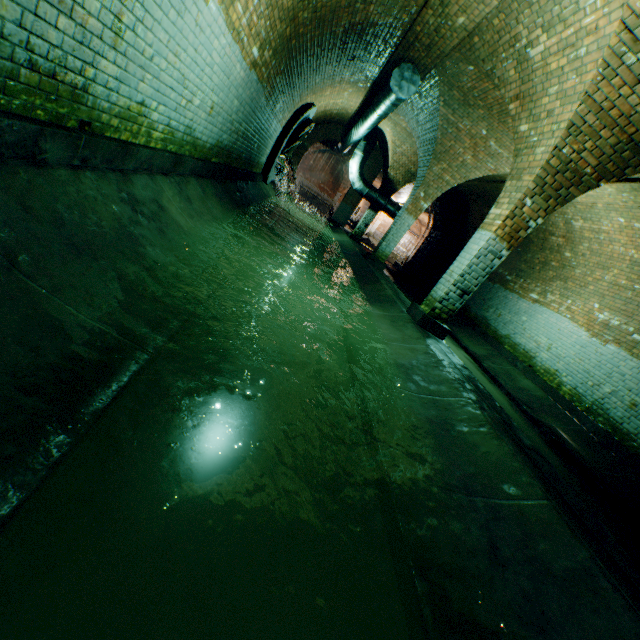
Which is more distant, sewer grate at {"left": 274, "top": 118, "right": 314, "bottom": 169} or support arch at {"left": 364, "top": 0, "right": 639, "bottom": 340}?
sewer grate at {"left": 274, "top": 118, "right": 314, "bottom": 169}

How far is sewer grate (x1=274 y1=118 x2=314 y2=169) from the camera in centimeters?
1157cm

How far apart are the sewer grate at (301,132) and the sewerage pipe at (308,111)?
0.0 meters

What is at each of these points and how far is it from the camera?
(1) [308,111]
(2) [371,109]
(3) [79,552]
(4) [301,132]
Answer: (1) sewerage pipe, 11.4 meters
(2) pipe, 9.2 meters
(3) building tunnel, 1.1 meters
(4) sewer grate, 11.6 meters

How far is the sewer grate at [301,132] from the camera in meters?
11.6 m

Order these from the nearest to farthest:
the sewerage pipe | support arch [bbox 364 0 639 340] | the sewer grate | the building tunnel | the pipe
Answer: the building tunnel → support arch [bbox 364 0 639 340] → the pipe → the sewerage pipe → the sewer grate

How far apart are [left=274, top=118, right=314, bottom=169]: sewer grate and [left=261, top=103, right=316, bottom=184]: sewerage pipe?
0.01m

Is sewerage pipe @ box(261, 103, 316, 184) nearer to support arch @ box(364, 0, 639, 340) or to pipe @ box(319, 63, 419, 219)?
pipe @ box(319, 63, 419, 219)
